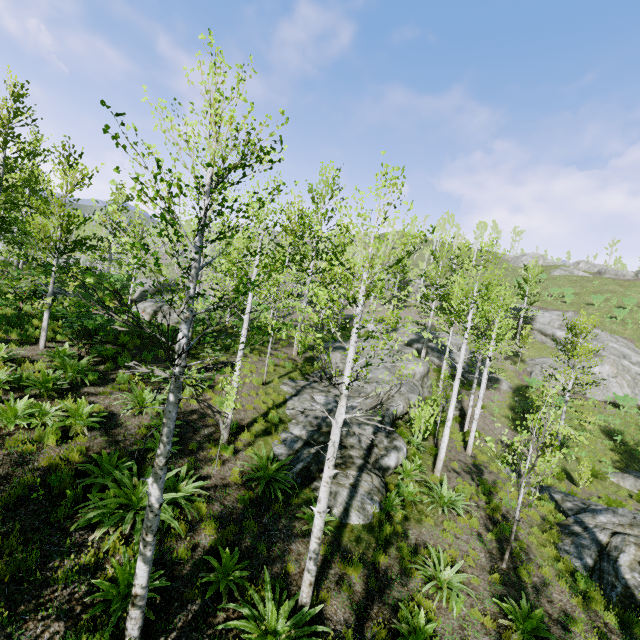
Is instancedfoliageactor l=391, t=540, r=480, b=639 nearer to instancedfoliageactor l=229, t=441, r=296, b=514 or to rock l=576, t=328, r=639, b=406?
instancedfoliageactor l=229, t=441, r=296, b=514

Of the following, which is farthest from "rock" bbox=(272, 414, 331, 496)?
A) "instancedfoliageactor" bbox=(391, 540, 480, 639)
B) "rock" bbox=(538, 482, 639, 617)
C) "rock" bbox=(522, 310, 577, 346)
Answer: "rock" bbox=(522, 310, 577, 346)

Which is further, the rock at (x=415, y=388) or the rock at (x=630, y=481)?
the rock at (x=630, y=481)

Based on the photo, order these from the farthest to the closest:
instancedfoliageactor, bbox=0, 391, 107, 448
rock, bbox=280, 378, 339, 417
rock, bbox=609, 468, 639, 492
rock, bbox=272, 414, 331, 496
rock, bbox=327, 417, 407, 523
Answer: rock, bbox=609, 468, 639, 492, rock, bbox=280, 378, 339, 417, rock, bbox=272, 414, 331, 496, rock, bbox=327, 417, 407, 523, instancedfoliageactor, bbox=0, 391, 107, 448

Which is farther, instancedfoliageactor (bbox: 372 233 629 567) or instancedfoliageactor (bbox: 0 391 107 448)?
instancedfoliageactor (bbox: 372 233 629 567)

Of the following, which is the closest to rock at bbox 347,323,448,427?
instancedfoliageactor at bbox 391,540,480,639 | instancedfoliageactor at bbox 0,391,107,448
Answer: instancedfoliageactor at bbox 391,540,480,639

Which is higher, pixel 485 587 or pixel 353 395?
pixel 353 395

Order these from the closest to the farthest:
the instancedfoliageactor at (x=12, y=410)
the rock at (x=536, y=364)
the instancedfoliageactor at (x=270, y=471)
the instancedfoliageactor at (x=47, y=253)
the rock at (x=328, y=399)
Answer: the instancedfoliageactor at (x=47, y=253) < the instancedfoliageactor at (x=12, y=410) < the instancedfoliageactor at (x=270, y=471) < the rock at (x=328, y=399) < the rock at (x=536, y=364)
